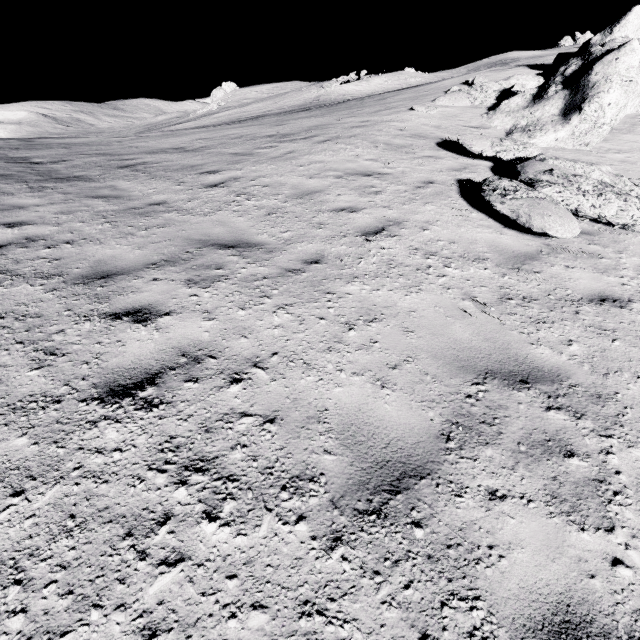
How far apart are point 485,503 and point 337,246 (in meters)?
3.74
